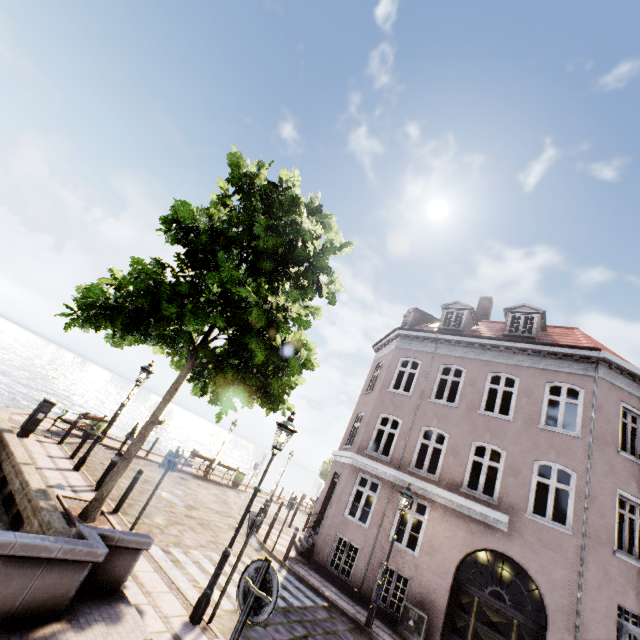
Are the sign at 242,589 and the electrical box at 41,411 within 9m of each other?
no

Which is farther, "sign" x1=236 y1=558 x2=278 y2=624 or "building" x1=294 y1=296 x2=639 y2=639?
"building" x1=294 y1=296 x2=639 y2=639

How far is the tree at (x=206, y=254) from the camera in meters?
7.0 m

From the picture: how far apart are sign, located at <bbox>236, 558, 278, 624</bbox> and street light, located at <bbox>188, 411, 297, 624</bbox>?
2.84m

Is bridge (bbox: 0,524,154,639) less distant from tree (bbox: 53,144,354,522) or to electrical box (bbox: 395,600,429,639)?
tree (bbox: 53,144,354,522)

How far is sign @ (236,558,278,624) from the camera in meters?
3.3 m

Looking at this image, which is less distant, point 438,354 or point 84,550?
point 84,550

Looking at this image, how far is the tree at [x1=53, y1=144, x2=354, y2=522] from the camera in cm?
704
